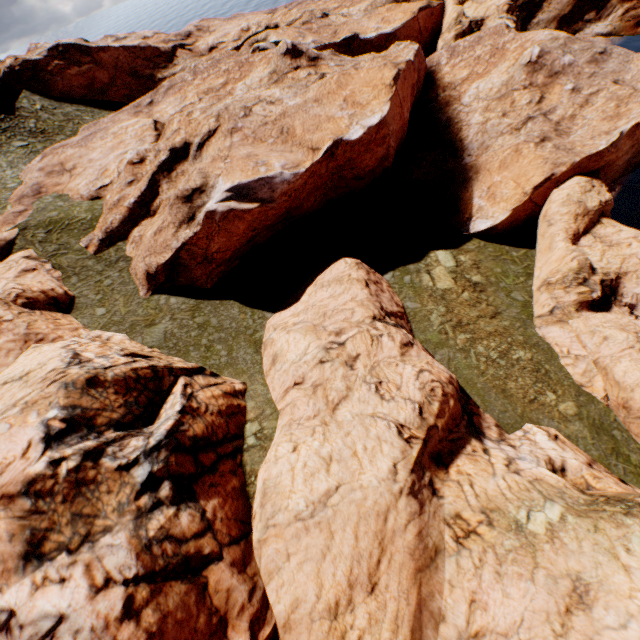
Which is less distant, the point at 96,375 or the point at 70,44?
the point at 96,375
